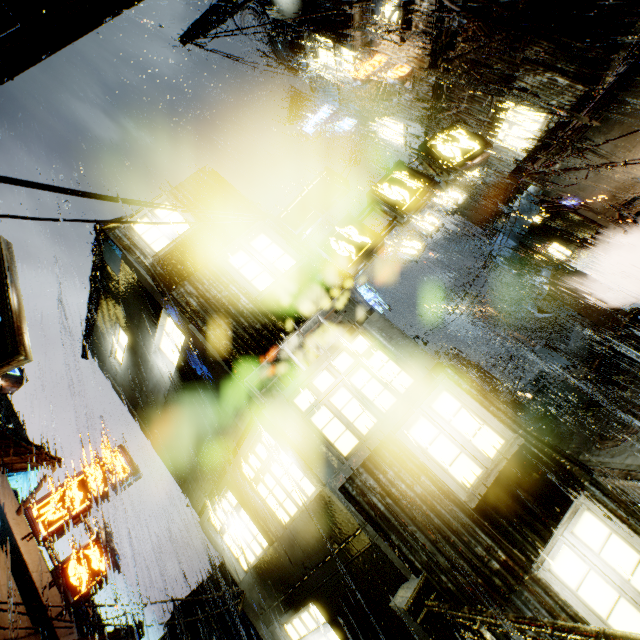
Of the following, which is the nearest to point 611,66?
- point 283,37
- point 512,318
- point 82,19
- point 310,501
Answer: point 310,501

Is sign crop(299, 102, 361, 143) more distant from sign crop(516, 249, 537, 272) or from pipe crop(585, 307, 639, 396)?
pipe crop(585, 307, 639, 396)

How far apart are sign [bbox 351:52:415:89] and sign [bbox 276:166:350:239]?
8.4 meters

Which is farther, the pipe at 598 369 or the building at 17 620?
the pipe at 598 369

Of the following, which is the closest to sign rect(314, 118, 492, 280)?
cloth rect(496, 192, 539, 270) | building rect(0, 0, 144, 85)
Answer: building rect(0, 0, 144, 85)

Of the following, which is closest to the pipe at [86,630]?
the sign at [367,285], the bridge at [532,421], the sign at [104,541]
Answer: the sign at [104,541]

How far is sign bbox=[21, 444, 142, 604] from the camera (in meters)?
11.84

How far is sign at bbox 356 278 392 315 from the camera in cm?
1855
